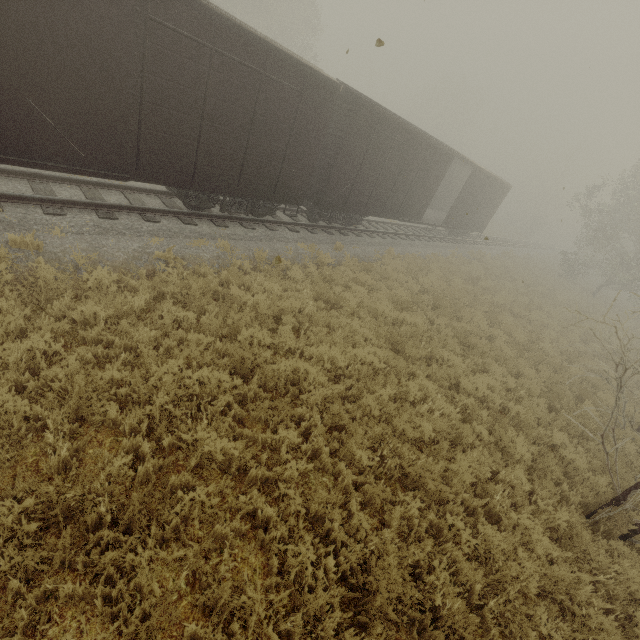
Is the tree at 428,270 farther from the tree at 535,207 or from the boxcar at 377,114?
the tree at 535,207

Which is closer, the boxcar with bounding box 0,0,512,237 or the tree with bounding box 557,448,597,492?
the boxcar with bounding box 0,0,512,237

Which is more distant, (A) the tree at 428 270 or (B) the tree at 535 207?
(B) the tree at 535 207

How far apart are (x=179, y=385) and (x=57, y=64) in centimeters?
600cm

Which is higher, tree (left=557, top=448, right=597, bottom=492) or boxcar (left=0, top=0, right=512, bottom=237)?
→ boxcar (left=0, top=0, right=512, bottom=237)

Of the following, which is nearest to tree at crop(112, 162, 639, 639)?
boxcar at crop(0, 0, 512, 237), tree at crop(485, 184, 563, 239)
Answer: boxcar at crop(0, 0, 512, 237)

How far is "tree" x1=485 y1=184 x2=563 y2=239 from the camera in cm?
4591

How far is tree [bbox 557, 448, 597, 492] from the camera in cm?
666
